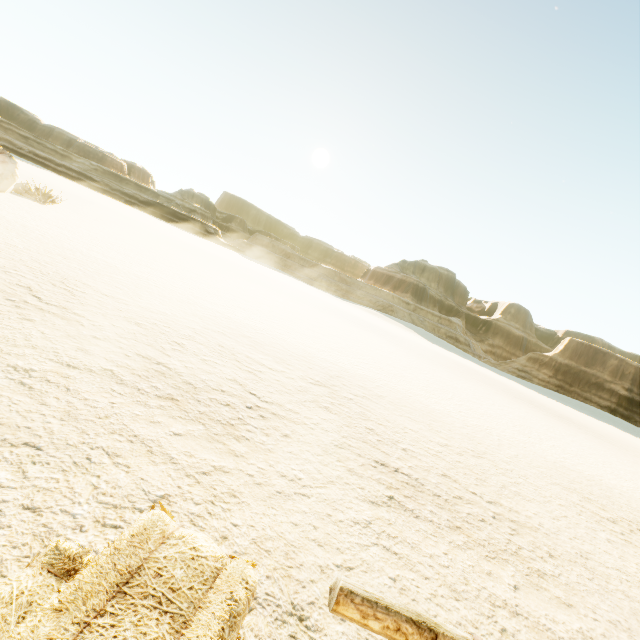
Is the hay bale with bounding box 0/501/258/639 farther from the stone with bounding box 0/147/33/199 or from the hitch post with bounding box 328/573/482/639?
the stone with bounding box 0/147/33/199

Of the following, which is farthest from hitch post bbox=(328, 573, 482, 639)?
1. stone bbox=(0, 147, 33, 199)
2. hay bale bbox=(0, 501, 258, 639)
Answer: stone bbox=(0, 147, 33, 199)

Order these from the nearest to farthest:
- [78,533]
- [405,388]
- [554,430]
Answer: [78,533], [405,388], [554,430]

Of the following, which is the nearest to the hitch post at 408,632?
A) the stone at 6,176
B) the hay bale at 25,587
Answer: the hay bale at 25,587

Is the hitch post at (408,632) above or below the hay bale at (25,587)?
above
